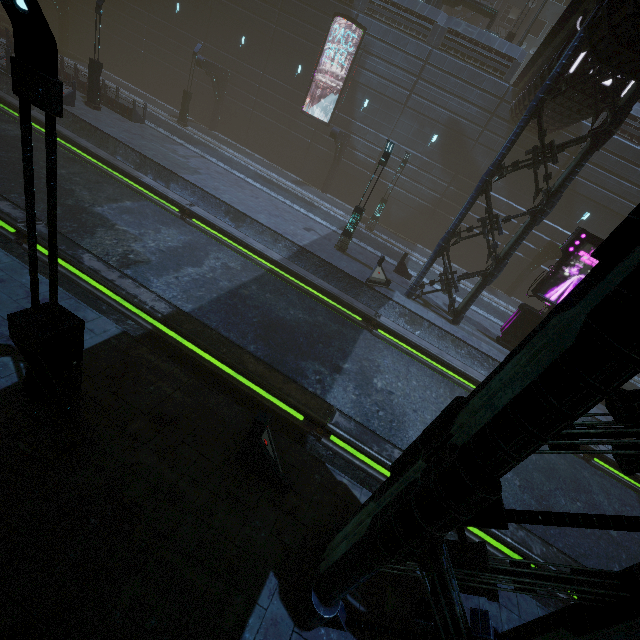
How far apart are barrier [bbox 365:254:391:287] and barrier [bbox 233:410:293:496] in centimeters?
994cm

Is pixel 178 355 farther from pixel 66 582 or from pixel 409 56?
pixel 409 56

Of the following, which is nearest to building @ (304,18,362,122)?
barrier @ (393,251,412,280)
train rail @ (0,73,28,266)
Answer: train rail @ (0,73,28,266)

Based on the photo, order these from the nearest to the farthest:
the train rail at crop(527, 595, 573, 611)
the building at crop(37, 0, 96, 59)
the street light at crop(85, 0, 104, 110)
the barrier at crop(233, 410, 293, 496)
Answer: the barrier at crop(233, 410, 293, 496) → the train rail at crop(527, 595, 573, 611) → the street light at crop(85, 0, 104, 110) → the building at crop(37, 0, 96, 59)

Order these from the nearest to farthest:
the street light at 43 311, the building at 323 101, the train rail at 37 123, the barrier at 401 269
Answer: the street light at 43 311
the train rail at 37 123
the barrier at 401 269
the building at 323 101

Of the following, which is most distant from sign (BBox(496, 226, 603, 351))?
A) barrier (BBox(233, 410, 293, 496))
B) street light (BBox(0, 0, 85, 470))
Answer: street light (BBox(0, 0, 85, 470))

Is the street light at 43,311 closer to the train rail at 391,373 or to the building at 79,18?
the train rail at 391,373

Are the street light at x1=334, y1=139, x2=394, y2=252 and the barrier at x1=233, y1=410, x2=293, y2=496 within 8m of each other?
no
